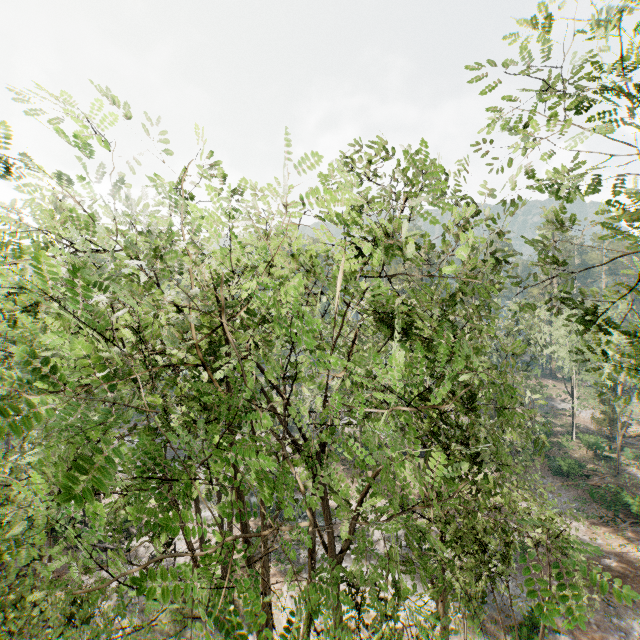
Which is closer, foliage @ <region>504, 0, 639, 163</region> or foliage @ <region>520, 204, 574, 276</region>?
foliage @ <region>504, 0, 639, 163</region>

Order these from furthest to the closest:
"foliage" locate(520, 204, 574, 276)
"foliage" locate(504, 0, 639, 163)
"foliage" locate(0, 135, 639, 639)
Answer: "foliage" locate(520, 204, 574, 276) → "foliage" locate(504, 0, 639, 163) → "foliage" locate(0, 135, 639, 639)

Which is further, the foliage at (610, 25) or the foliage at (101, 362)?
the foliage at (610, 25)

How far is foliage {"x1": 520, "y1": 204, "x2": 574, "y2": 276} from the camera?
9.3 meters

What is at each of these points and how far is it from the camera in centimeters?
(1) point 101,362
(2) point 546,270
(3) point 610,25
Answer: (1) foliage, 794cm
(2) foliage, 1004cm
(3) foliage, 650cm
